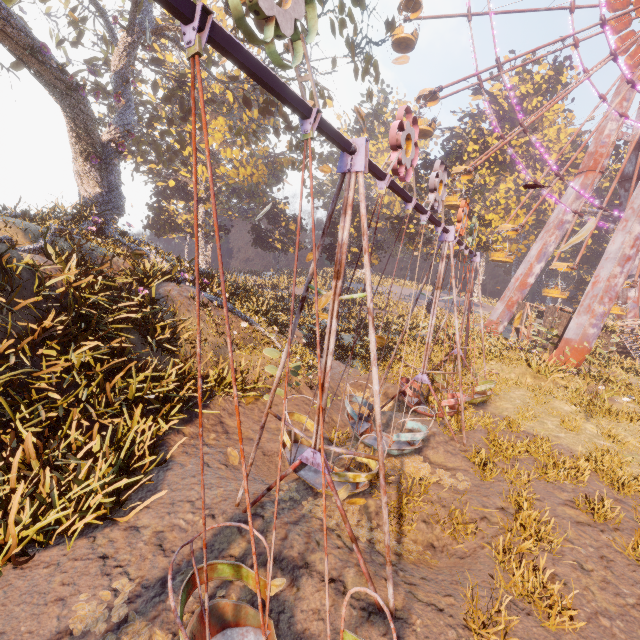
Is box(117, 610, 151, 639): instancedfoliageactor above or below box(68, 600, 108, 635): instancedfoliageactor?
below

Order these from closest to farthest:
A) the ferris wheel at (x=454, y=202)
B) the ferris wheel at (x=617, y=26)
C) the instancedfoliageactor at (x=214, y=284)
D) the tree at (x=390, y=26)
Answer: the tree at (x=390, y=26)
the instancedfoliageactor at (x=214, y=284)
the ferris wheel at (x=617, y=26)
the ferris wheel at (x=454, y=202)

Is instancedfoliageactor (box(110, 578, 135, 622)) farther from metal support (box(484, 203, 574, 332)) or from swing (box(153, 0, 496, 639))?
metal support (box(484, 203, 574, 332))

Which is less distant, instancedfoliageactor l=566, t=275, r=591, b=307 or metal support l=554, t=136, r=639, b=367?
metal support l=554, t=136, r=639, b=367

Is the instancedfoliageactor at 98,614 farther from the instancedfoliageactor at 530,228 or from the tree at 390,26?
the instancedfoliageactor at 530,228

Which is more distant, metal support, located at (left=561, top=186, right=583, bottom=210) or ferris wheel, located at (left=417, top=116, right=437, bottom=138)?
metal support, located at (left=561, top=186, right=583, bottom=210)

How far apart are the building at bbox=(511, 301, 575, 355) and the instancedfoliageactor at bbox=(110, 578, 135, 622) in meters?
26.1

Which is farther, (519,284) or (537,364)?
(519,284)
